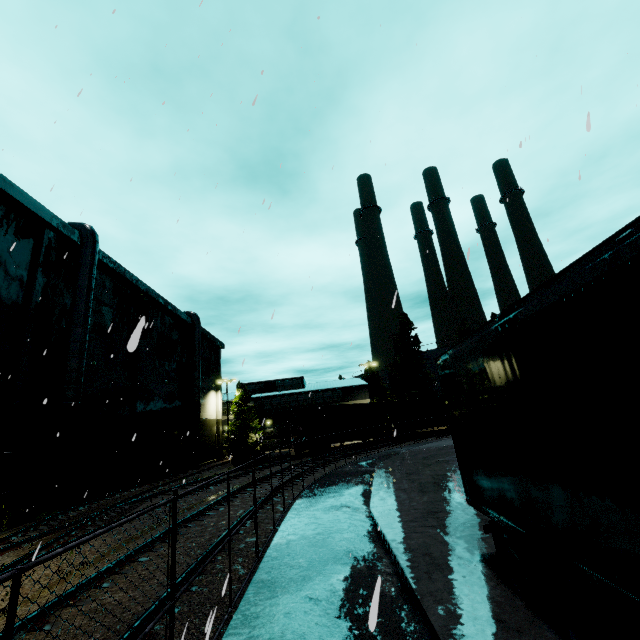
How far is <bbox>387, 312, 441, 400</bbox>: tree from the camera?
49.6m

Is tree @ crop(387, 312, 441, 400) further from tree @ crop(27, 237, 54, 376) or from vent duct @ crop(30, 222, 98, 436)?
vent duct @ crop(30, 222, 98, 436)

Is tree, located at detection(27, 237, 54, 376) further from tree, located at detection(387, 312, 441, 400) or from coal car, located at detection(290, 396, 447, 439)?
tree, located at detection(387, 312, 441, 400)

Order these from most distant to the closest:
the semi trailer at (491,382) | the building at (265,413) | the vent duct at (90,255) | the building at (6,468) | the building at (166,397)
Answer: the building at (265,413)
the vent duct at (90,255)
the building at (166,397)
the building at (6,468)
the semi trailer at (491,382)

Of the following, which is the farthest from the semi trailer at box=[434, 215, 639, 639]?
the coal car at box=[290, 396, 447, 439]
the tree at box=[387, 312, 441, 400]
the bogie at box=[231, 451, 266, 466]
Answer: Result: the tree at box=[387, 312, 441, 400]

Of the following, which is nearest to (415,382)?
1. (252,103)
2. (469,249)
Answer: (469,249)

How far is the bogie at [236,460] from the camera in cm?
2774

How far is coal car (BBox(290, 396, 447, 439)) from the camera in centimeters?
3022cm
